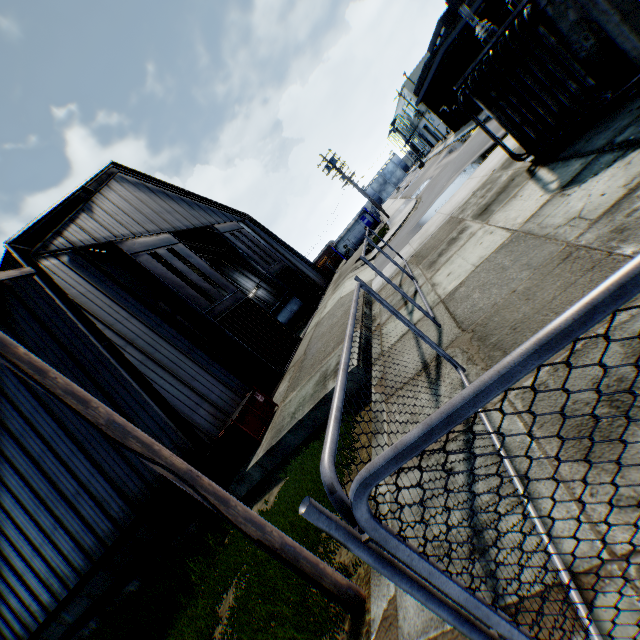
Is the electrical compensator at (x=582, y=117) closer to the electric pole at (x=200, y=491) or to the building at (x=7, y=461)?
the electric pole at (x=200, y=491)

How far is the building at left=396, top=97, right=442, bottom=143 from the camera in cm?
5381

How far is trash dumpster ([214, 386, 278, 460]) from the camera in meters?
10.4 m

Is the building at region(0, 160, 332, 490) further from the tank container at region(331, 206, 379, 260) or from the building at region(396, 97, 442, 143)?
the building at region(396, 97, 442, 143)

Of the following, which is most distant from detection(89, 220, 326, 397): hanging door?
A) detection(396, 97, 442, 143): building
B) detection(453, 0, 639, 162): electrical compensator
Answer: detection(396, 97, 442, 143): building

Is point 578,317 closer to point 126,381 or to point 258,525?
point 258,525

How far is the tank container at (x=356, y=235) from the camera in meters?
42.5

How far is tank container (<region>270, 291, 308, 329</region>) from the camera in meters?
33.1 m
